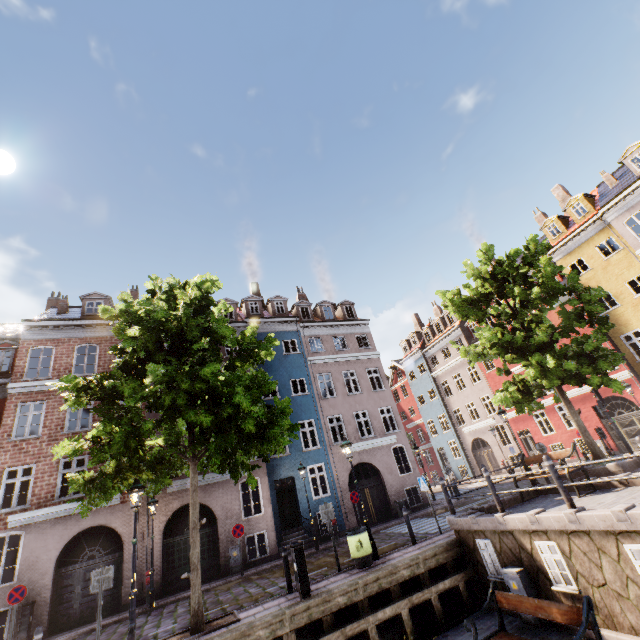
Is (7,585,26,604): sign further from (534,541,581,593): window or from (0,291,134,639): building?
(534,541,581,593): window

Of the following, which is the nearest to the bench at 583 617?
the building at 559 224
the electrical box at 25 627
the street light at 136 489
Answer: the street light at 136 489

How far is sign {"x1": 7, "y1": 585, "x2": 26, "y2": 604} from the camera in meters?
11.4 m

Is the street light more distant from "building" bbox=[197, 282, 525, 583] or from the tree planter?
"building" bbox=[197, 282, 525, 583]

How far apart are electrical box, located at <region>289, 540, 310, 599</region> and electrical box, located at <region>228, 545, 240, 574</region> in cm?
844

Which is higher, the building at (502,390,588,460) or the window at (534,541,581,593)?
the building at (502,390,588,460)

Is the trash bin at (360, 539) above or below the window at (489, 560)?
above

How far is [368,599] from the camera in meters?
8.5 m
